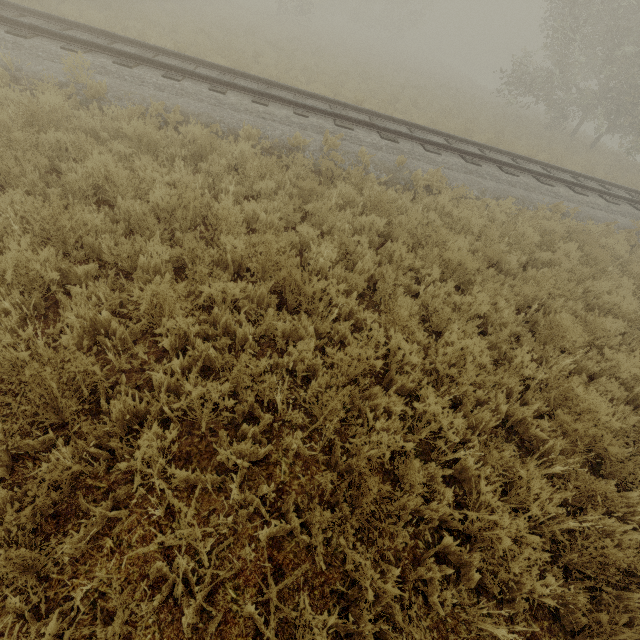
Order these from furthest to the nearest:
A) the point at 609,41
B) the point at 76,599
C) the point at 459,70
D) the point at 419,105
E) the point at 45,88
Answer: the point at 459,70
the point at 609,41
the point at 419,105
the point at 45,88
the point at 76,599
